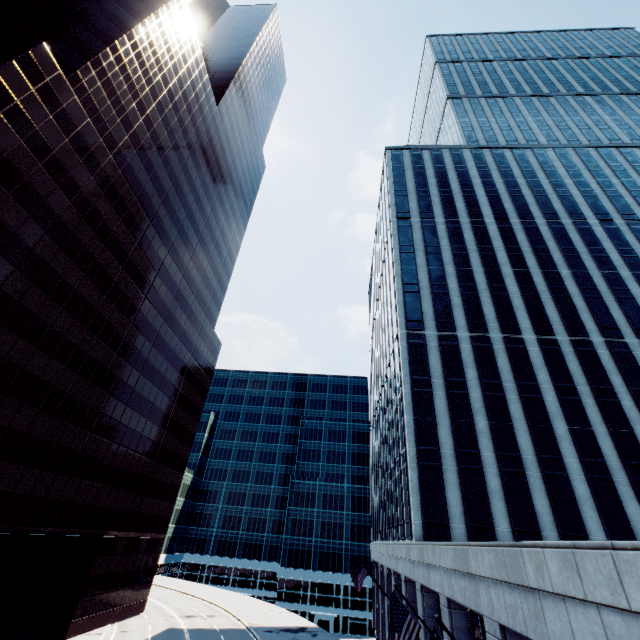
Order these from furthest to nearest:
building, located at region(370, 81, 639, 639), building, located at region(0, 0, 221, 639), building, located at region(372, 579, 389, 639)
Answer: building, located at region(372, 579, 389, 639) < building, located at region(0, 0, 221, 639) < building, located at region(370, 81, 639, 639)

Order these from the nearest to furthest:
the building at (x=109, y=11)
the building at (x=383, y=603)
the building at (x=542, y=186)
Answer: the building at (x=542, y=186)
the building at (x=109, y=11)
the building at (x=383, y=603)

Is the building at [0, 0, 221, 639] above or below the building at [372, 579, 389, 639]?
above

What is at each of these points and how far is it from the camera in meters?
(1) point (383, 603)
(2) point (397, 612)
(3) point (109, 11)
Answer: (1) building, 37.4
(2) flag, 10.8
(3) building, 34.3

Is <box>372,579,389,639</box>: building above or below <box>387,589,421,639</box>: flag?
below

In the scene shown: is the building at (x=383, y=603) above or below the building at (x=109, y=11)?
below

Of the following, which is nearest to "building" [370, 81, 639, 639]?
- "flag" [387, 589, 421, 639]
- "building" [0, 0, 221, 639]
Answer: "flag" [387, 589, 421, 639]
